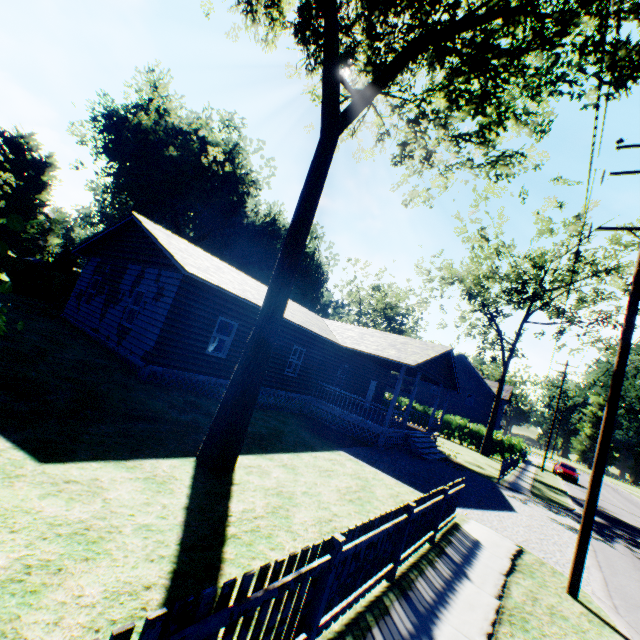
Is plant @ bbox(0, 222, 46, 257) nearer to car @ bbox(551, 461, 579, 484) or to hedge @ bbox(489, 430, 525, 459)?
hedge @ bbox(489, 430, 525, 459)

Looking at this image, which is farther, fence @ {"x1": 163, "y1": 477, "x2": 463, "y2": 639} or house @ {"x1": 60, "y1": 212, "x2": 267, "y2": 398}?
house @ {"x1": 60, "y1": 212, "x2": 267, "y2": 398}

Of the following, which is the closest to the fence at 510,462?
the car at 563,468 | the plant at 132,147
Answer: the car at 563,468

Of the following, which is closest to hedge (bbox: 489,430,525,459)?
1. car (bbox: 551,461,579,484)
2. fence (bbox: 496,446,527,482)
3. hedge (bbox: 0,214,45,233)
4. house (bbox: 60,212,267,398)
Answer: fence (bbox: 496,446,527,482)

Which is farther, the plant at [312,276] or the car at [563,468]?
the plant at [312,276]

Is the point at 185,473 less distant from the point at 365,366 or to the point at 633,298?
the point at 633,298

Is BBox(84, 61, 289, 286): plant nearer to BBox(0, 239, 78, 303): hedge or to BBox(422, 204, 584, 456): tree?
BBox(0, 239, 78, 303): hedge

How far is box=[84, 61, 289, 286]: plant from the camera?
32.9m
